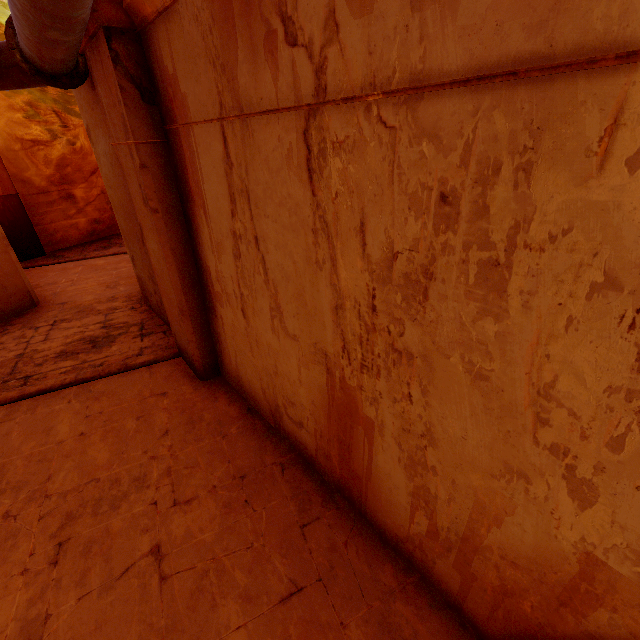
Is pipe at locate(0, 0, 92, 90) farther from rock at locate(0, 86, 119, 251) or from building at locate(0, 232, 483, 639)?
rock at locate(0, 86, 119, 251)

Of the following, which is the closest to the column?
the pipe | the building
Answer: the building

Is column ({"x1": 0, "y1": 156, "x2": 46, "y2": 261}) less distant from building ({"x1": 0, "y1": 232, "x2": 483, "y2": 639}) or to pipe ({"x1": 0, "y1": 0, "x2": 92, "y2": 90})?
building ({"x1": 0, "y1": 232, "x2": 483, "y2": 639})

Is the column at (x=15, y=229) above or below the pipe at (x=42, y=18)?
below

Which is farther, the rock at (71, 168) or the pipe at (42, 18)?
the rock at (71, 168)

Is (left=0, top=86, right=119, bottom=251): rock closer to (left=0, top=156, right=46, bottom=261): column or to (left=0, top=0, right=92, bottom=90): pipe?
(left=0, top=156, right=46, bottom=261): column

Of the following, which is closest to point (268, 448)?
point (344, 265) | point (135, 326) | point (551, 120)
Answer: point (344, 265)
